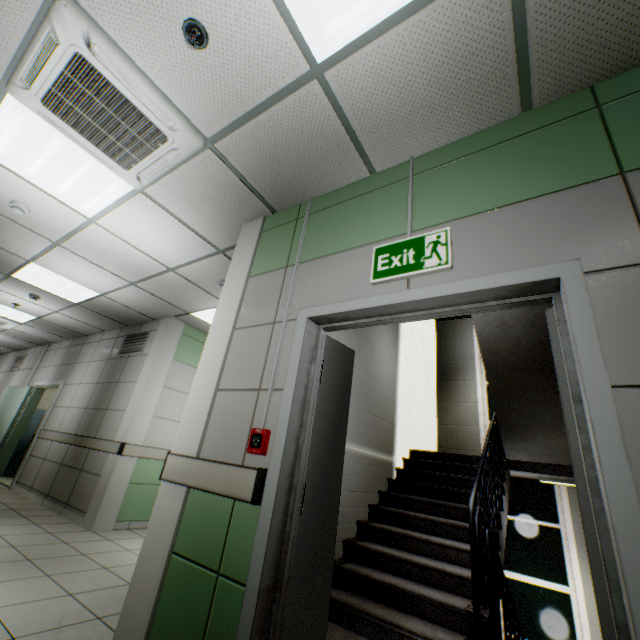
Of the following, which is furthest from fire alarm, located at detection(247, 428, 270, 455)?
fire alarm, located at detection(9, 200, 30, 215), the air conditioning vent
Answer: fire alarm, located at detection(9, 200, 30, 215)

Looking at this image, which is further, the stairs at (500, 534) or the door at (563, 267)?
the stairs at (500, 534)

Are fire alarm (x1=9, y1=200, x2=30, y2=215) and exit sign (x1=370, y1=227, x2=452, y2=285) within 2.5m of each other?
no

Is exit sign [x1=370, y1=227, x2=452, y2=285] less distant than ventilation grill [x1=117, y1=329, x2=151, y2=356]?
Yes

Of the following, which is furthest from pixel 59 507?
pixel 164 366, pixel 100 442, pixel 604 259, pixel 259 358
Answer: pixel 604 259

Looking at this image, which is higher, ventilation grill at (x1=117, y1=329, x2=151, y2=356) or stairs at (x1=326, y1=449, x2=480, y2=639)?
ventilation grill at (x1=117, y1=329, x2=151, y2=356)

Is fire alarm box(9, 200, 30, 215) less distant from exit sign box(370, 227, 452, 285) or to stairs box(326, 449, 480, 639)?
stairs box(326, 449, 480, 639)

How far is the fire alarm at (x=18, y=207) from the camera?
3.4 meters
